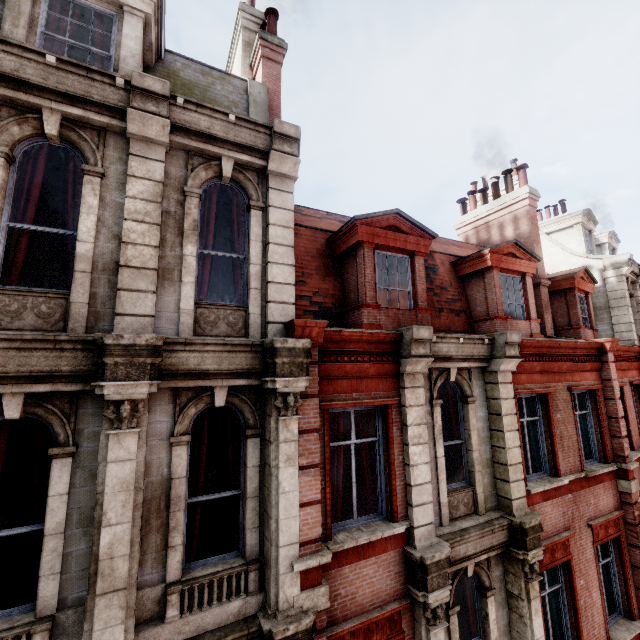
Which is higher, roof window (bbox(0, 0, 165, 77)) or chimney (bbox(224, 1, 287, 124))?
chimney (bbox(224, 1, 287, 124))

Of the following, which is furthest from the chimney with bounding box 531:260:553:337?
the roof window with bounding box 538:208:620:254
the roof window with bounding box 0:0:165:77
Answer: the roof window with bounding box 0:0:165:77

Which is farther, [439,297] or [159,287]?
[439,297]

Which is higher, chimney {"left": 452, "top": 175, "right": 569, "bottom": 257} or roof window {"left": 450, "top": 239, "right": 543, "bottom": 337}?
chimney {"left": 452, "top": 175, "right": 569, "bottom": 257}

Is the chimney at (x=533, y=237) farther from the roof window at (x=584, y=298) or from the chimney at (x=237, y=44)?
the chimney at (x=237, y=44)

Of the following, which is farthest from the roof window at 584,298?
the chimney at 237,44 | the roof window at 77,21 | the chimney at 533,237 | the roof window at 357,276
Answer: the roof window at 77,21

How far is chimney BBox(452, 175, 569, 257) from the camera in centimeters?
1198cm

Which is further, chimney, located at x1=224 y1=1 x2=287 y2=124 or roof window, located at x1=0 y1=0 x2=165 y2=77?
chimney, located at x1=224 y1=1 x2=287 y2=124
